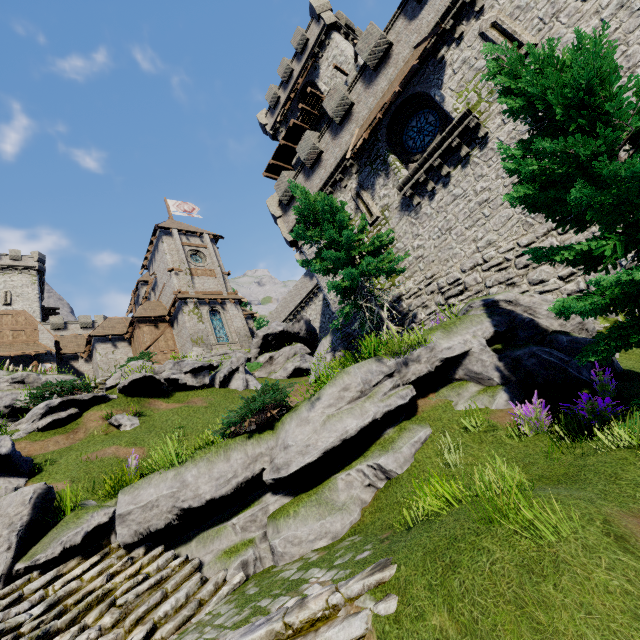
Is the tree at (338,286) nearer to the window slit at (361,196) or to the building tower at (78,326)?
the window slit at (361,196)

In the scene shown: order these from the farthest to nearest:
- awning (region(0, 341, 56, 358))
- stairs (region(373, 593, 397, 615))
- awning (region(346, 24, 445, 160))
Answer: awning (region(0, 341, 56, 358)) → awning (region(346, 24, 445, 160)) → stairs (region(373, 593, 397, 615))

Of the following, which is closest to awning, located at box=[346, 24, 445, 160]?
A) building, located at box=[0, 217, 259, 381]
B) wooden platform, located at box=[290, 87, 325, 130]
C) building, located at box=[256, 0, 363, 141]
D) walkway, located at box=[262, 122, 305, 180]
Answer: building, located at box=[256, 0, 363, 141]

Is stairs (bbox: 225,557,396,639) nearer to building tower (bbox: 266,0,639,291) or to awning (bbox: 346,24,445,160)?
building tower (bbox: 266,0,639,291)

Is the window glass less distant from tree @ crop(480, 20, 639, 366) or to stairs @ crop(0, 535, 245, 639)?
tree @ crop(480, 20, 639, 366)

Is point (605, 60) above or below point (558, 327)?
above

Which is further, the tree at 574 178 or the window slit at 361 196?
the window slit at 361 196

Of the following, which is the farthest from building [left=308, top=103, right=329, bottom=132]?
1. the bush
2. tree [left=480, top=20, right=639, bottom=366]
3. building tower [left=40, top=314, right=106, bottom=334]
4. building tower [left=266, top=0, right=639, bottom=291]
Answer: building tower [left=40, top=314, right=106, bottom=334]
